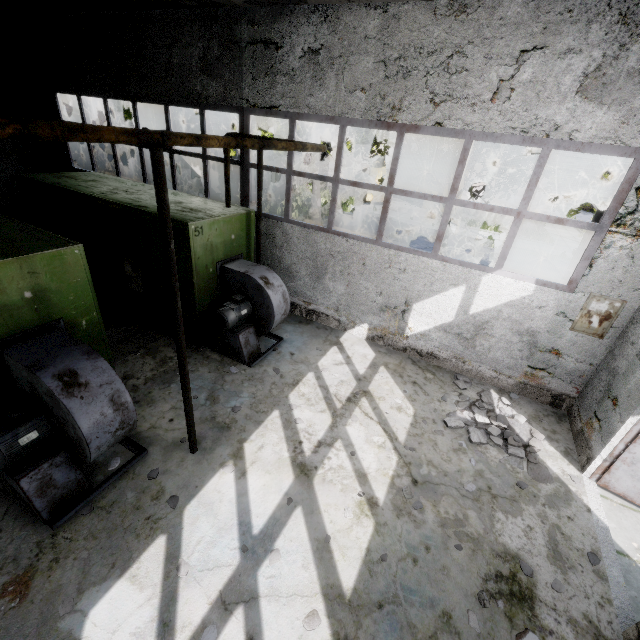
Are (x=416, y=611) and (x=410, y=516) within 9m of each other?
yes

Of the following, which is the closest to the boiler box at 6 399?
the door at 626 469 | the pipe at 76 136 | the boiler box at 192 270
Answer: the boiler box at 192 270

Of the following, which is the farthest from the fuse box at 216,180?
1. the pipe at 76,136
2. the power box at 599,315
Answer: the power box at 599,315

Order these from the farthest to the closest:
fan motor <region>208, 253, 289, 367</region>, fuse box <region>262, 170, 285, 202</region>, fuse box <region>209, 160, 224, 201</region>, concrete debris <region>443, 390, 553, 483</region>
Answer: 1. fuse box <region>262, 170, 285, 202</region>
2. fuse box <region>209, 160, 224, 201</region>
3. fan motor <region>208, 253, 289, 367</region>
4. concrete debris <region>443, 390, 553, 483</region>

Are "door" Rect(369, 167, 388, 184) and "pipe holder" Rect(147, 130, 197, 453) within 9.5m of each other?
no

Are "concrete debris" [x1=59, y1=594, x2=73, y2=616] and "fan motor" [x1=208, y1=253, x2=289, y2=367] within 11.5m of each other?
yes

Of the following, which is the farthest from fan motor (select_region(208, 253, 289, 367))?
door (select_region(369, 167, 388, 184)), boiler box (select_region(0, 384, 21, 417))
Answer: door (select_region(369, 167, 388, 184))

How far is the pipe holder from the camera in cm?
311
